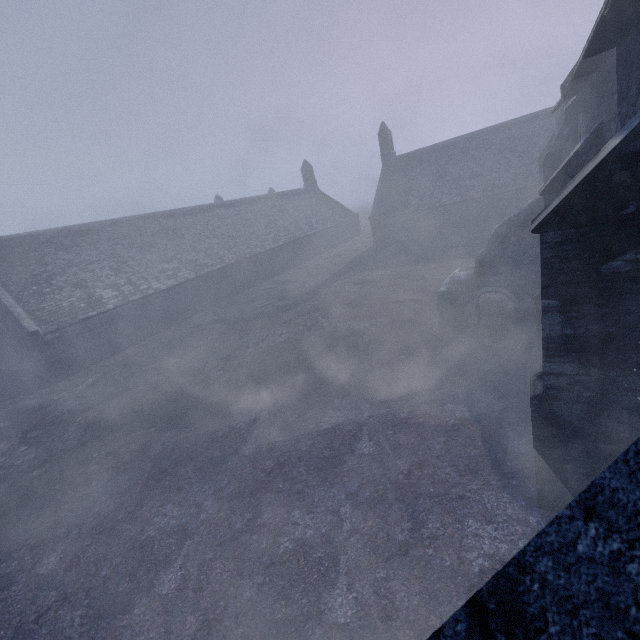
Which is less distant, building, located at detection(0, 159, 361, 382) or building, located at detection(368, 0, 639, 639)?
building, located at detection(368, 0, 639, 639)

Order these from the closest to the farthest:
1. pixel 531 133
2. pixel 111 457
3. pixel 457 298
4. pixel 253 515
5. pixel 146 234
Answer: pixel 253 515, pixel 111 457, pixel 457 298, pixel 146 234, pixel 531 133

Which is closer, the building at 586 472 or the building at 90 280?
the building at 586 472
